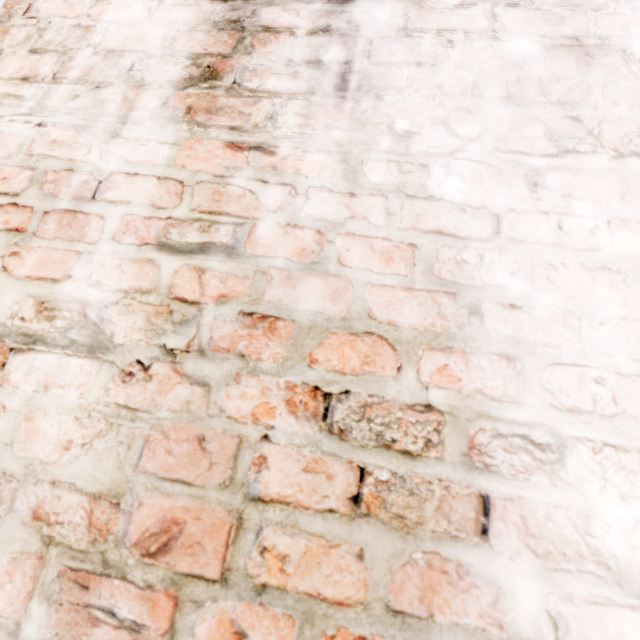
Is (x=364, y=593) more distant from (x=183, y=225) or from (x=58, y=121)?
(x=58, y=121)
